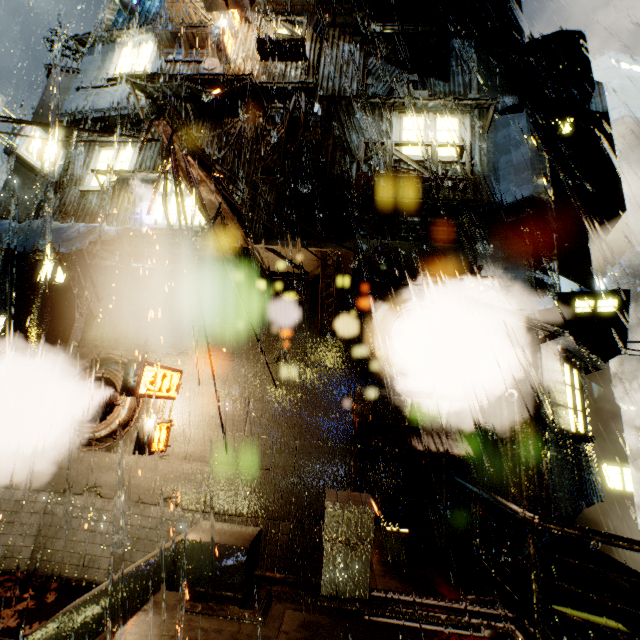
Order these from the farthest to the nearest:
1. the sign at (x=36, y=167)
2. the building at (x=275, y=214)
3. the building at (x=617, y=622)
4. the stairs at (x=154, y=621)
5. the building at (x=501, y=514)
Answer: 1. the sign at (x=36, y=167)
2. the building at (x=275, y=214)
3. the building at (x=501, y=514)
4. the building at (x=617, y=622)
5. the stairs at (x=154, y=621)

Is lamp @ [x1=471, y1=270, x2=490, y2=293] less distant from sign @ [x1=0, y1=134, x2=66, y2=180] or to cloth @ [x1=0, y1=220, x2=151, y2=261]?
cloth @ [x1=0, y1=220, x2=151, y2=261]

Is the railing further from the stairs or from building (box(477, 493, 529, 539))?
the stairs

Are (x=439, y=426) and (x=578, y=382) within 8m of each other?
yes

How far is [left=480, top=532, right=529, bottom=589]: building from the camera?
7.23m

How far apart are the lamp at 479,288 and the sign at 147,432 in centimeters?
845cm

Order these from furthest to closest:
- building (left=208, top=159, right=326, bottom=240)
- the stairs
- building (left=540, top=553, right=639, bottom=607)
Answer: building (left=208, top=159, right=326, bottom=240) → building (left=540, top=553, right=639, bottom=607) → the stairs

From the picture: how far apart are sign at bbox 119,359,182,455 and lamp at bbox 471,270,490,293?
8.4m
